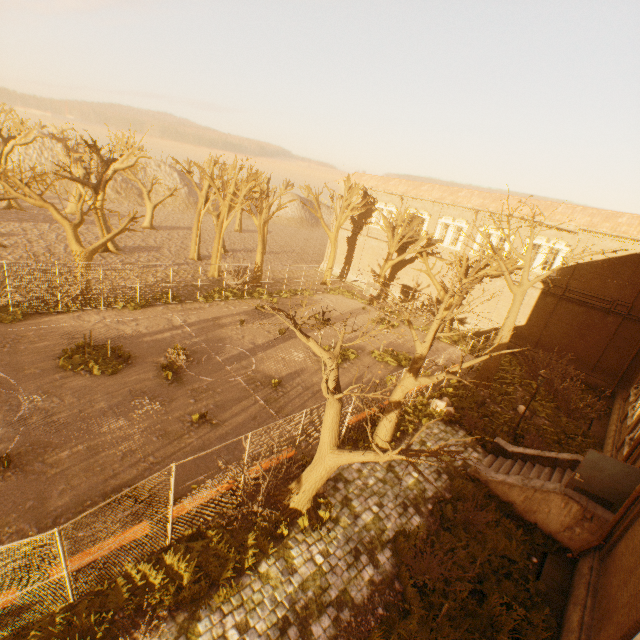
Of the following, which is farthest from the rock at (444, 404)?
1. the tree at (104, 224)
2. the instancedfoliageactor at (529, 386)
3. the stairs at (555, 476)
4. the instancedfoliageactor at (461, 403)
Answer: the instancedfoliageactor at (529, 386)

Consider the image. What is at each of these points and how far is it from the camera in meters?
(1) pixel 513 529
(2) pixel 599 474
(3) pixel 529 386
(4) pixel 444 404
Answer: (1) instancedfoliageactor, 10.8 m
(2) door, 10.3 m
(3) instancedfoliageactor, 22.3 m
(4) rock, 17.0 m

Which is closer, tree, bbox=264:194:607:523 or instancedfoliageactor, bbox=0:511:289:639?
instancedfoliageactor, bbox=0:511:289:639

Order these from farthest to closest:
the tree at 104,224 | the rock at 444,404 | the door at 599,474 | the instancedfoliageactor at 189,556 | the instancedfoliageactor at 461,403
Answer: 1. the tree at 104,224
2. the rock at 444,404
3. the instancedfoliageactor at 461,403
4. the door at 599,474
5. the instancedfoliageactor at 189,556

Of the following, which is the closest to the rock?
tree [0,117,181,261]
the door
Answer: tree [0,117,181,261]

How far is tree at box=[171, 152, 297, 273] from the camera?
27.16m

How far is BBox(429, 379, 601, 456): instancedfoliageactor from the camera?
15.9m

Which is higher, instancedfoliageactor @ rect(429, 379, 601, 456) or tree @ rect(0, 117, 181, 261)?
tree @ rect(0, 117, 181, 261)
